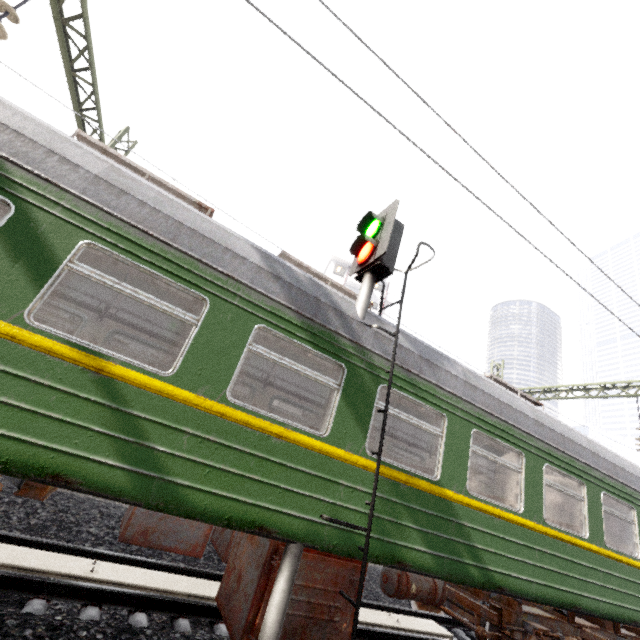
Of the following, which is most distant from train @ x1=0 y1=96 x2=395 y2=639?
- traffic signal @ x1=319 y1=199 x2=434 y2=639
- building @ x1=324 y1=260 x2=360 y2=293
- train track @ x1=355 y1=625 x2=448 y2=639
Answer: building @ x1=324 y1=260 x2=360 y2=293

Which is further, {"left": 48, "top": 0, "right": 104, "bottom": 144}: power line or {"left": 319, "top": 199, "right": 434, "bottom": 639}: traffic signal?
{"left": 48, "top": 0, "right": 104, "bottom": 144}: power line

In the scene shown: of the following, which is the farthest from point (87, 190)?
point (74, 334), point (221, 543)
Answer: point (221, 543)

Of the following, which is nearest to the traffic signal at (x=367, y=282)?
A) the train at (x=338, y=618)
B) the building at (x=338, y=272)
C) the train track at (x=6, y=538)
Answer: the train at (x=338, y=618)

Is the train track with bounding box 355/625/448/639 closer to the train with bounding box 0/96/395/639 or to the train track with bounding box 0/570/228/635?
the train track with bounding box 0/570/228/635

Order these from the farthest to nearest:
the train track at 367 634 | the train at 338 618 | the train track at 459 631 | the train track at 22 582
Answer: the train track at 459 631
the train track at 367 634
the train track at 22 582
the train at 338 618

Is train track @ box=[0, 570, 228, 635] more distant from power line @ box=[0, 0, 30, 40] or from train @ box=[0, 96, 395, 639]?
power line @ box=[0, 0, 30, 40]

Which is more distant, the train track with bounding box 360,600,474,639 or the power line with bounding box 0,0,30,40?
the train track with bounding box 360,600,474,639
